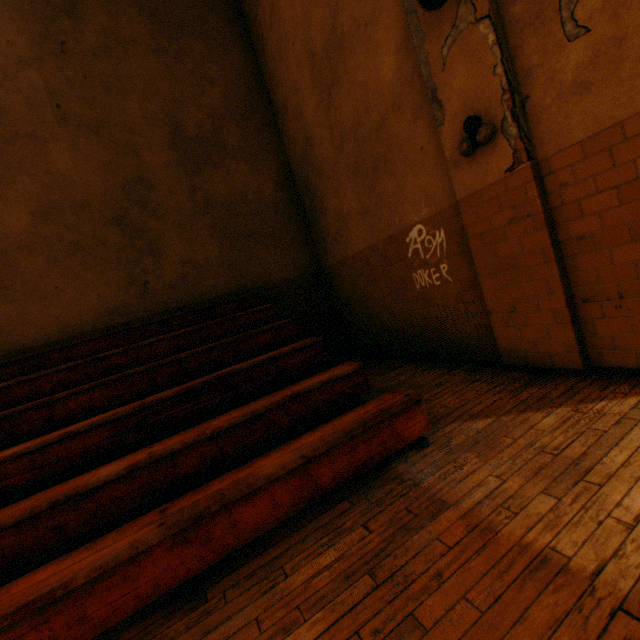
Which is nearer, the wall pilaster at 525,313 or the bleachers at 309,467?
the bleachers at 309,467

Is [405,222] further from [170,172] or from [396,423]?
[170,172]

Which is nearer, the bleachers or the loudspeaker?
the bleachers

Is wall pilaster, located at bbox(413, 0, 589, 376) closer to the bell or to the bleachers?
the bell

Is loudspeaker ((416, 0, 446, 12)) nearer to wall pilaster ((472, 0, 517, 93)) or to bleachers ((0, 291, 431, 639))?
wall pilaster ((472, 0, 517, 93))

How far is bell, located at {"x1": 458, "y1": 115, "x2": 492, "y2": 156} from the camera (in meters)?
2.97

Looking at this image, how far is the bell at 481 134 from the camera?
3.0 meters

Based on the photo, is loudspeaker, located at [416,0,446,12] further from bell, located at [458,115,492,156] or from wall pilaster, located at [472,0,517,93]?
bell, located at [458,115,492,156]
